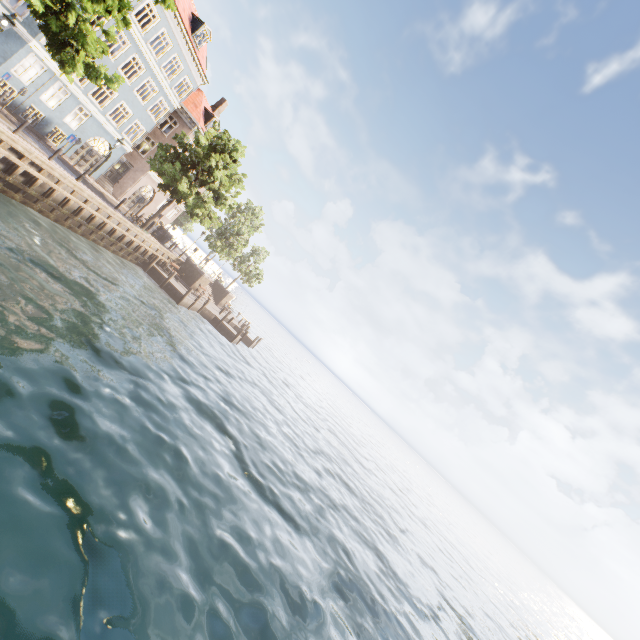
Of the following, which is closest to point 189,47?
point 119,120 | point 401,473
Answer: point 119,120

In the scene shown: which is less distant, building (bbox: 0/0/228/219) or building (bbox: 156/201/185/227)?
building (bbox: 0/0/228/219)

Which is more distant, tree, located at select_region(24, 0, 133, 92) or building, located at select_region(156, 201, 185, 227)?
building, located at select_region(156, 201, 185, 227)

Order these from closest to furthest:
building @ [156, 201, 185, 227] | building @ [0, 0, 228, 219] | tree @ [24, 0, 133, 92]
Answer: tree @ [24, 0, 133, 92]
building @ [0, 0, 228, 219]
building @ [156, 201, 185, 227]

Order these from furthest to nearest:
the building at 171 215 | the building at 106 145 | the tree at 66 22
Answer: the building at 171 215
the building at 106 145
the tree at 66 22

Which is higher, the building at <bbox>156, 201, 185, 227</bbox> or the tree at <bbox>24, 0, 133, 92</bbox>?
the tree at <bbox>24, 0, 133, 92</bbox>

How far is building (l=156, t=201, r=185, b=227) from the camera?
37.1m

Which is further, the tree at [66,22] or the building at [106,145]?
the building at [106,145]
